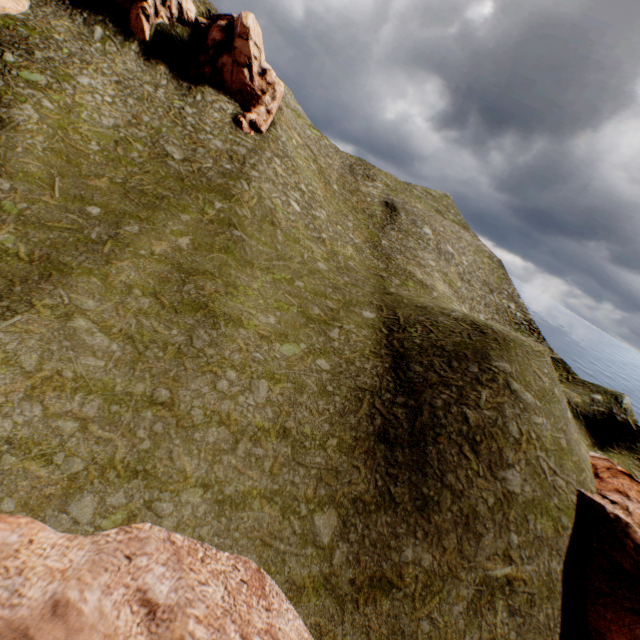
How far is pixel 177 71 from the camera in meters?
34.7

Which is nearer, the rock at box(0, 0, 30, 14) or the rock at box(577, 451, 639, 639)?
the rock at box(577, 451, 639, 639)

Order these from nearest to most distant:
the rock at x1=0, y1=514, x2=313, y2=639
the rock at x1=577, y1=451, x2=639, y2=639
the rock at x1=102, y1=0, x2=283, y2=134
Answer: the rock at x1=0, y1=514, x2=313, y2=639 < the rock at x1=577, y1=451, x2=639, y2=639 < the rock at x1=102, y1=0, x2=283, y2=134

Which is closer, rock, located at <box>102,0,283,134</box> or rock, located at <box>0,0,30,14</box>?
rock, located at <box>0,0,30,14</box>

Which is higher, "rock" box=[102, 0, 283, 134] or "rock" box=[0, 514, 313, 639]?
"rock" box=[102, 0, 283, 134]

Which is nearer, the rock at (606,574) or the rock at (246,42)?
the rock at (606,574)

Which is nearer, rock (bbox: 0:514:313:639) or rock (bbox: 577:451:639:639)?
rock (bbox: 0:514:313:639)
